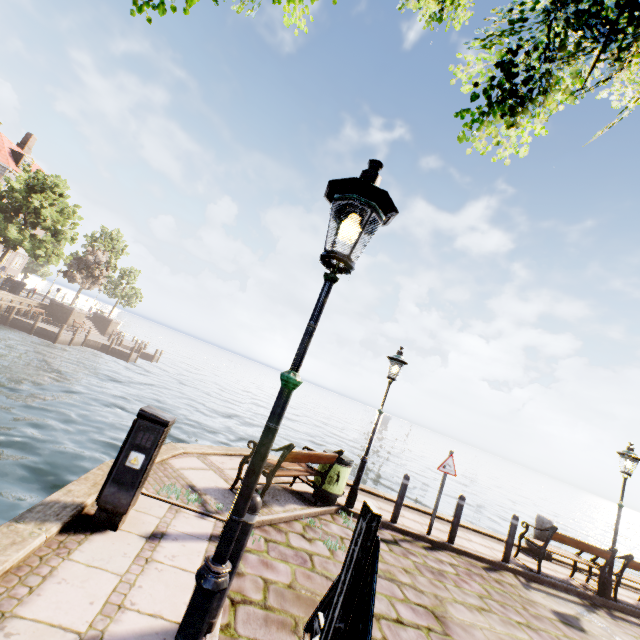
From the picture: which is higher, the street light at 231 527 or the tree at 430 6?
the tree at 430 6

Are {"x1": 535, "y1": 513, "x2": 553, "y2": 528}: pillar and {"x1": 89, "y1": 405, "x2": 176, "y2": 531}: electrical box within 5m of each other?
no

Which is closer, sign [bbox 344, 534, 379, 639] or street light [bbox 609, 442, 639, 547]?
sign [bbox 344, 534, 379, 639]

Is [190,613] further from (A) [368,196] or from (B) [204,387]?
(B) [204,387]

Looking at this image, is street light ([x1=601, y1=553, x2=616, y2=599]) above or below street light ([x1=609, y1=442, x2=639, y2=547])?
below

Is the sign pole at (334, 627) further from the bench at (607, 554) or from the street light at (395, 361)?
the bench at (607, 554)

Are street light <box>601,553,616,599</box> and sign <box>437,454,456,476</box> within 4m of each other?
no

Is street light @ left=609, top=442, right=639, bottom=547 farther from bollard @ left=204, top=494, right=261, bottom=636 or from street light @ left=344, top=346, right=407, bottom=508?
bollard @ left=204, top=494, right=261, bottom=636
